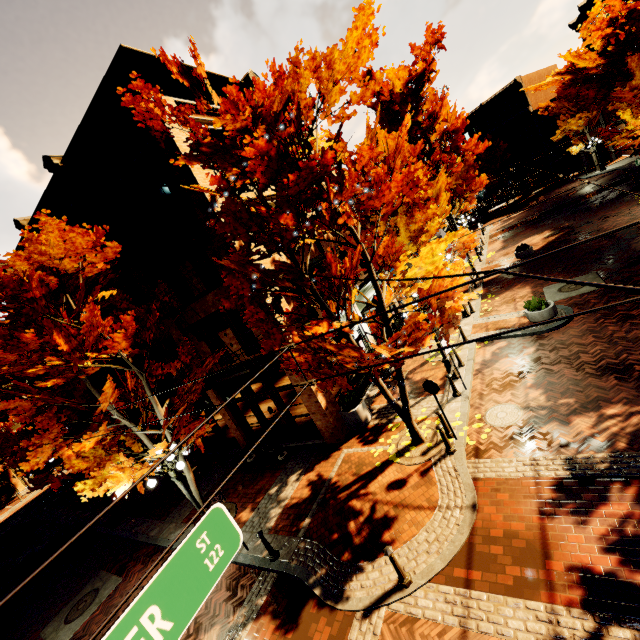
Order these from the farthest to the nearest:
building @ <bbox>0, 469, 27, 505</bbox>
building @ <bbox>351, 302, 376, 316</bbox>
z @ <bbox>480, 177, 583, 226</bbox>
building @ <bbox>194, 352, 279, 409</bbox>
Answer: z @ <bbox>480, 177, 583, 226</bbox> → building @ <bbox>0, 469, 27, 505</bbox> → building @ <bbox>351, 302, 376, 316</bbox> → building @ <bbox>194, 352, 279, 409</bbox>

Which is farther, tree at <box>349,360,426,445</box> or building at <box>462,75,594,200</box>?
building at <box>462,75,594,200</box>

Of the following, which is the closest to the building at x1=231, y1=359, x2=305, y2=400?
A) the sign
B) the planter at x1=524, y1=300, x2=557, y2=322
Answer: the sign

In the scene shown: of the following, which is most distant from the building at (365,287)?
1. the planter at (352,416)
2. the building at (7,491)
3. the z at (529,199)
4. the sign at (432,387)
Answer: the building at (7,491)

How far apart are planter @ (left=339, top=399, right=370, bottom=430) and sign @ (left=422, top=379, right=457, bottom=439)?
3.4m

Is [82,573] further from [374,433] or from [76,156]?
[76,156]

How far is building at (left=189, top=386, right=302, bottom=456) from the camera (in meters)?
13.00

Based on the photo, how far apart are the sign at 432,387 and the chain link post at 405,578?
3.7 meters
